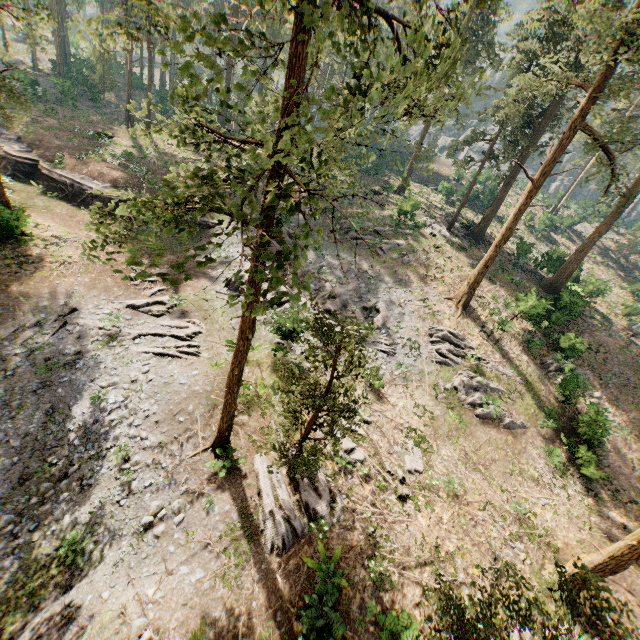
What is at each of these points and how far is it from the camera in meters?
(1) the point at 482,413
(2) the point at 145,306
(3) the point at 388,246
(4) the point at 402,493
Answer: (1) foliage, 20.8
(2) foliage, 20.5
(3) foliage, 30.7
(4) foliage, 15.2

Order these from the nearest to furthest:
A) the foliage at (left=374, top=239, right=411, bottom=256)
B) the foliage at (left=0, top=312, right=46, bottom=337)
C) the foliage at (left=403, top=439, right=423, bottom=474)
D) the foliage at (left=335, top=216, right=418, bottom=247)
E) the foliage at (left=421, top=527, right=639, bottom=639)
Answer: the foliage at (left=421, top=527, right=639, bottom=639) < the foliage at (left=335, top=216, right=418, bottom=247) < the foliage at (left=403, top=439, right=423, bottom=474) < the foliage at (left=0, top=312, right=46, bottom=337) < the foliage at (left=374, top=239, right=411, bottom=256)

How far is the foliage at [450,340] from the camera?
22.69m

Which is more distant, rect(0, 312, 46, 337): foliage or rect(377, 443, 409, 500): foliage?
rect(0, 312, 46, 337): foliage

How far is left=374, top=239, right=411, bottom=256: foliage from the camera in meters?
30.0 m

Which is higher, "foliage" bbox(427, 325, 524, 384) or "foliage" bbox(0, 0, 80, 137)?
"foliage" bbox(0, 0, 80, 137)
